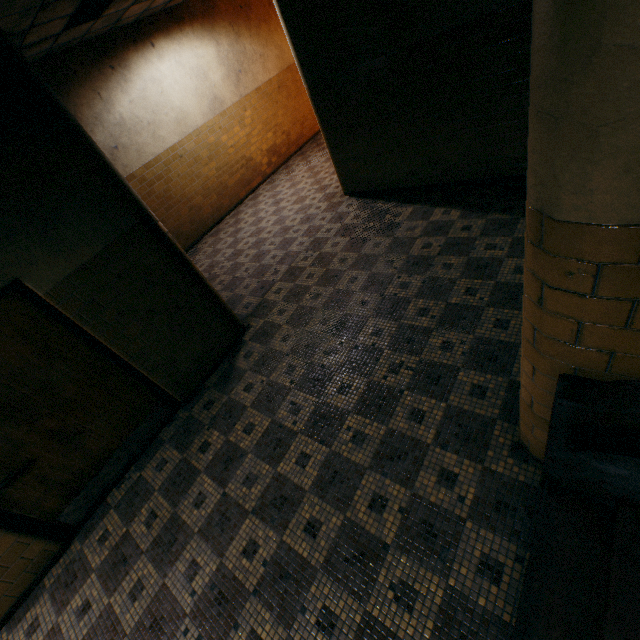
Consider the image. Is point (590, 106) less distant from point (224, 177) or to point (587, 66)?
point (587, 66)

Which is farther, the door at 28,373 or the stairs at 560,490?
the door at 28,373

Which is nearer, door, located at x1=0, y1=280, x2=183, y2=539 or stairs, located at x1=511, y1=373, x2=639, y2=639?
stairs, located at x1=511, y1=373, x2=639, y2=639
